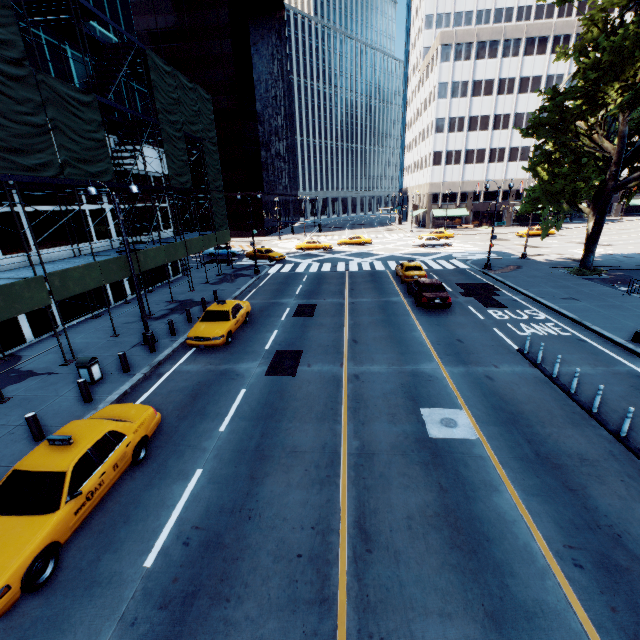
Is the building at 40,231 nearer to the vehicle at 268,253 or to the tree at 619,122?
the vehicle at 268,253

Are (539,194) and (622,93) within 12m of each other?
yes

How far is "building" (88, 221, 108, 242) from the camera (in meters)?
20.42

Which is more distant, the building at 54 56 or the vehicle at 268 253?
the vehicle at 268 253

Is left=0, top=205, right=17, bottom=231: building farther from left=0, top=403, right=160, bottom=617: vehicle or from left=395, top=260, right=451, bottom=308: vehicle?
left=395, top=260, right=451, bottom=308: vehicle

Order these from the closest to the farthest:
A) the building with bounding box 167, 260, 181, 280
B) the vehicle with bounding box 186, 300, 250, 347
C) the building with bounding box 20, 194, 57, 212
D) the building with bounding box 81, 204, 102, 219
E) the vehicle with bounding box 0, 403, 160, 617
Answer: the vehicle with bounding box 0, 403, 160, 617, the vehicle with bounding box 186, 300, 250, 347, the building with bounding box 20, 194, 57, 212, the building with bounding box 81, 204, 102, 219, the building with bounding box 167, 260, 181, 280

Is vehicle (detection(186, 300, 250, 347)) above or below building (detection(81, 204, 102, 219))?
below

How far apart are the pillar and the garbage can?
2.83m
